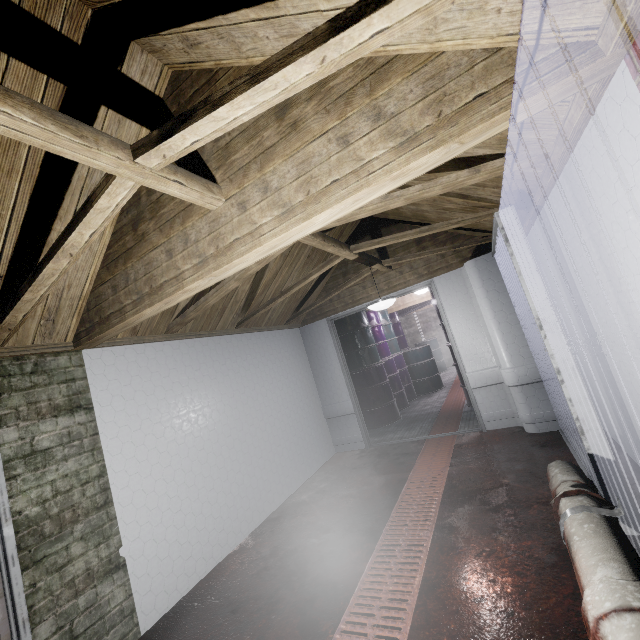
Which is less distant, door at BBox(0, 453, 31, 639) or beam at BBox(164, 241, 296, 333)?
door at BBox(0, 453, 31, 639)

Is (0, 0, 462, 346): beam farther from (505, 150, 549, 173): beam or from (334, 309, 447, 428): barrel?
(334, 309, 447, 428): barrel

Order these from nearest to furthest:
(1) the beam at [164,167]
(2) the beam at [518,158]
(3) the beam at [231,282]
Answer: A: (1) the beam at [164,167] → (2) the beam at [518,158] → (3) the beam at [231,282]

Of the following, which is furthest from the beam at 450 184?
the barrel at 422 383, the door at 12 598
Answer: the barrel at 422 383

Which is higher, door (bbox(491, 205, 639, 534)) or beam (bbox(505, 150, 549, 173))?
beam (bbox(505, 150, 549, 173))

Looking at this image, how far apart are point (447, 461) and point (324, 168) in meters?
3.2

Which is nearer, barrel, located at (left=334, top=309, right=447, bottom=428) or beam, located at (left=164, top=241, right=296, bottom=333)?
beam, located at (left=164, top=241, right=296, bottom=333)

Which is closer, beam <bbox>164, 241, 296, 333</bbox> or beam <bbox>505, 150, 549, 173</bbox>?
beam <bbox>505, 150, 549, 173</bbox>
